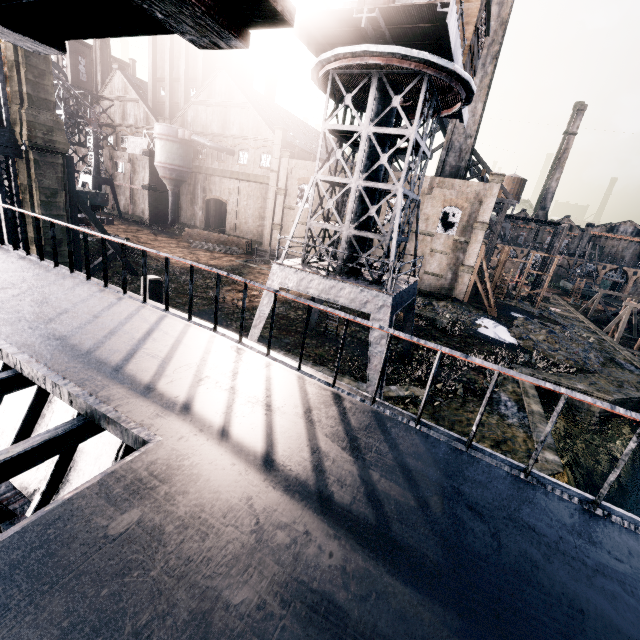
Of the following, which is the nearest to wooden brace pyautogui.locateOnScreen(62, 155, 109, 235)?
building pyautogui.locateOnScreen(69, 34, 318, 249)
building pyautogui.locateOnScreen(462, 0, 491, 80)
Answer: building pyautogui.locateOnScreen(69, 34, 318, 249)

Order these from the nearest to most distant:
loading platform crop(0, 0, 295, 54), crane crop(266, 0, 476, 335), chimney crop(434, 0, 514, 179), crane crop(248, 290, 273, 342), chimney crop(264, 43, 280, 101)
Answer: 1. loading platform crop(0, 0, 295, 54)
2. crane crop(266, 0, 476, 335)
3. crane crop(248, 290, 273, 342)
4. chimney crop(434, 0, 514, 179)
5. chimney crop(264, 43, 280, 101)

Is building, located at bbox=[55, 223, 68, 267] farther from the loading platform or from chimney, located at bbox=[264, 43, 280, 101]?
the loading platform

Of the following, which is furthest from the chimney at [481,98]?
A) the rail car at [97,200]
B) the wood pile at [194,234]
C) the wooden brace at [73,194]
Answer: the rail car at [97,200]

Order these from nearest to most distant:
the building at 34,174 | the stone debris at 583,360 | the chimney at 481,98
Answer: the building at 34,174
the stone debris at 583,360
the chimney at 481,98

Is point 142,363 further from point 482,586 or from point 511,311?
point 511,311

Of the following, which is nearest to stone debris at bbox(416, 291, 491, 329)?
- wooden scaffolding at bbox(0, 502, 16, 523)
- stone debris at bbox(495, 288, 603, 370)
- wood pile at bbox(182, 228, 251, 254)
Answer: stone debris at bbox(495, 288, 603, 370)

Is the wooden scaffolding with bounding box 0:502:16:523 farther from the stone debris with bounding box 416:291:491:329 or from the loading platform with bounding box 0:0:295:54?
the stone debris with bounding box 416:291:491:329
